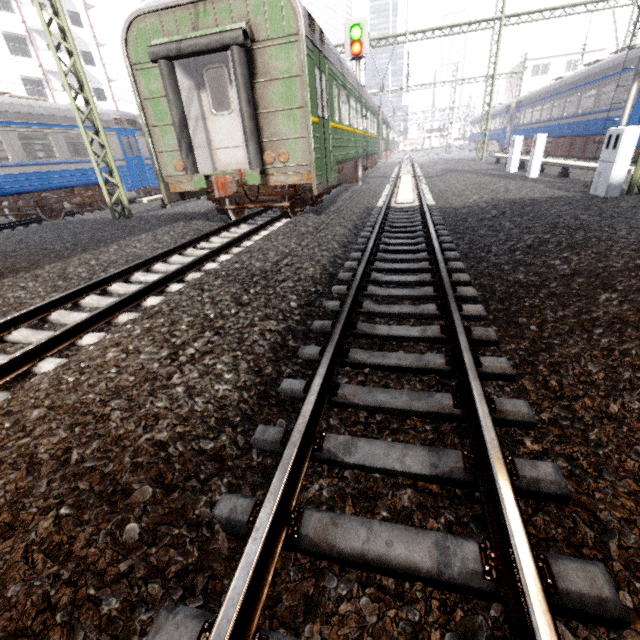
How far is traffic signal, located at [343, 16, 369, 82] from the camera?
12.34m

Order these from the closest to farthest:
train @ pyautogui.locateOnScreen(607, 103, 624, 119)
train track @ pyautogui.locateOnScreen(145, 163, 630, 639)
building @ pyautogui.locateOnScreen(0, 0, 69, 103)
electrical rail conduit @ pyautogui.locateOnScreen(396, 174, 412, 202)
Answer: train track @ pyautogui.locateOnScreen(145, 163, 630, 639)
electrical rail conduit @ pyautogui.locateOnScreen(396, 174, 412, 202)
train @ pyautogui.locateOnScreen(607, 103, 624, 119)
building @ pyautogui.locateOnScreen(0, 0, 69, 103)

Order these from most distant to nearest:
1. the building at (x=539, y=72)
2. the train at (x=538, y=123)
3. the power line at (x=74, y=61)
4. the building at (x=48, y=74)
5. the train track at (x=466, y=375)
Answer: the building at (x=539, y=72)
the building at (x=48, y=74)
the train at (x=538, y=123)
the power line at (x=74, y=61)
the train track at (x=466, y=375)

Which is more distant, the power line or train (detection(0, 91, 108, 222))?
train (detection(0, 91, 108, 222))

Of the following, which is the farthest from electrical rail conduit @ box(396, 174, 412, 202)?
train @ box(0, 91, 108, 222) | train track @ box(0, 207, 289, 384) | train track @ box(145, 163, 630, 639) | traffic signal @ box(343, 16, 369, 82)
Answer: train @ box(0, 91, 108, 222)

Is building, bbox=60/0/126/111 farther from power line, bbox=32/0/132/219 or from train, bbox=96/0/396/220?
train, bbox=96/0/396/220

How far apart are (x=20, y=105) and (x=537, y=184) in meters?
17.8

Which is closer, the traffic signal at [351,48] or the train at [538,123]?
the traffic signal at [351,48]
